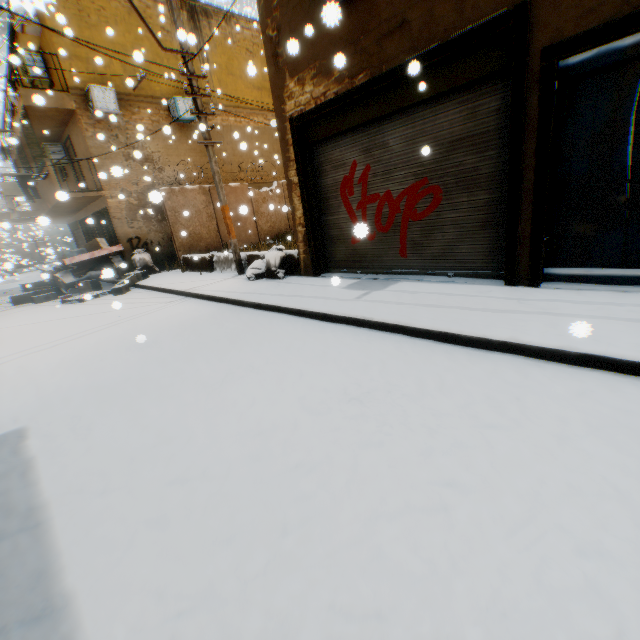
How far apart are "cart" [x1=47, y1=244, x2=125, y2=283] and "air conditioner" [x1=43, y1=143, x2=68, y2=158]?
4.94m

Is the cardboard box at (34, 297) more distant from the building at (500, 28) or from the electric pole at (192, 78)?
the electric pole at (192, 78)

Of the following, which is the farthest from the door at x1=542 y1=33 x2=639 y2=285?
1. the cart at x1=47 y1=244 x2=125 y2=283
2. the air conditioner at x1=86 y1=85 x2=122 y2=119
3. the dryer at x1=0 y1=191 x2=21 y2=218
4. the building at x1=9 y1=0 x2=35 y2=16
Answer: the dryer at x1=0 y1=191 x2=21 y2=218

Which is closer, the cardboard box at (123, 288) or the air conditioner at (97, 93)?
the cardboard box at (123, 288)

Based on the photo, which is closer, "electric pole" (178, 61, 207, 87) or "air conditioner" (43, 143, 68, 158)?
"electric pole" (178, 61, 207, 87)

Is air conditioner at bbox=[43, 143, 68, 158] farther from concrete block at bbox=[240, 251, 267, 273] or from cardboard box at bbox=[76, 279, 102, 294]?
concrete block at bbox=[240, 251, 267, 273]

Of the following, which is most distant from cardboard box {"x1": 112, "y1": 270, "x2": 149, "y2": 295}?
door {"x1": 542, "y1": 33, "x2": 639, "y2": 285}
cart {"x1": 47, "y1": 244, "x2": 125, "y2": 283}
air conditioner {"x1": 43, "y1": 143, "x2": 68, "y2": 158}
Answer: air conditioner {"x1": 43, "y1": 143, "x2": 68, "y2": 158}

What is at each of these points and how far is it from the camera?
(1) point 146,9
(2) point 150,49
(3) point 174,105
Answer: (1) building, 13.1m
(2) building, 13.4m
(3) air conditioner, 13.7m
